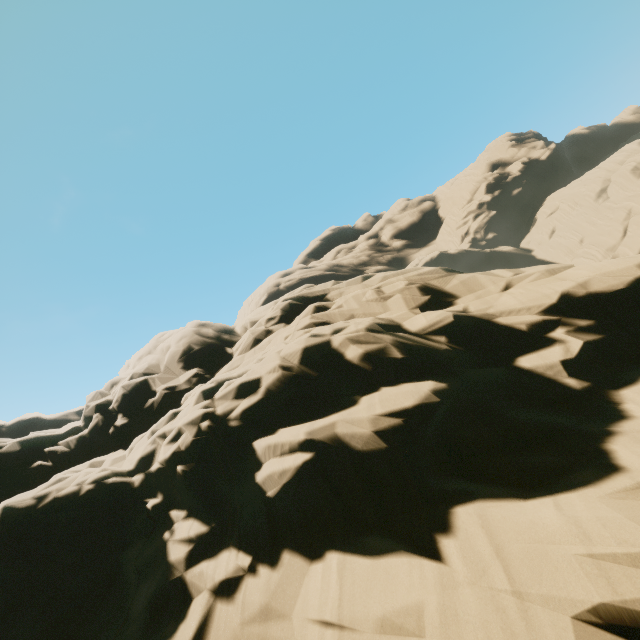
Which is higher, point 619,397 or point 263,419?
point 263,419
